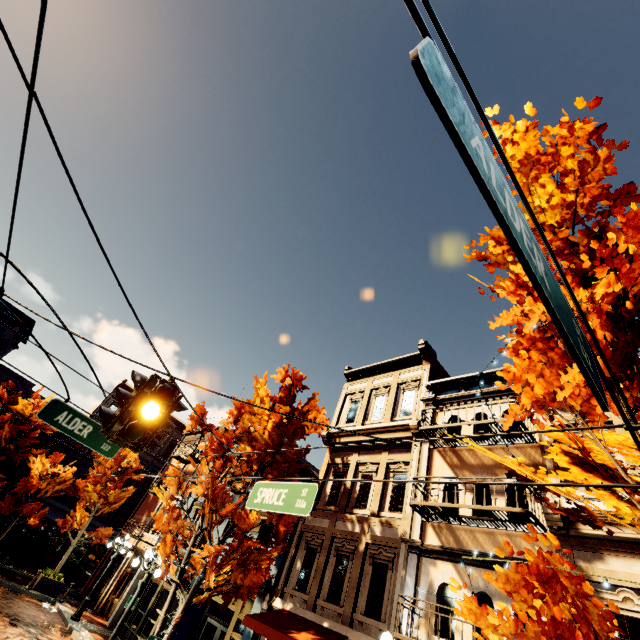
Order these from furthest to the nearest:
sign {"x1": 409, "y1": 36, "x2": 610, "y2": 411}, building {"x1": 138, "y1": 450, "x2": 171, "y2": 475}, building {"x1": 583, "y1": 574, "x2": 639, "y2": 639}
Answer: building {"x1": 138, "y1": 450, "x2": 171, "y2": 475}
building {"x1": 583, "y1": 574, "x2": 639, "y2": 639}
sign {"x1": 409, "y1": 36, "x2": 610, "y2": 411}

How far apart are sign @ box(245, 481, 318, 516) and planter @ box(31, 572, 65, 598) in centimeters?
2070cm

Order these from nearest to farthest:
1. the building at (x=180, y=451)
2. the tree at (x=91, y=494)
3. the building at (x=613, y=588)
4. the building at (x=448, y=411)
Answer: the building at (x=613, y=588)
the building at (x=448, y=411)
the tree at (x=91, y=494)
the building at (x=180, y=451)

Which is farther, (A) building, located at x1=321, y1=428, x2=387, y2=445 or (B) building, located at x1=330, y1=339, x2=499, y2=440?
(A) building, located at x1=321, y1=428, x2=387, y2=445

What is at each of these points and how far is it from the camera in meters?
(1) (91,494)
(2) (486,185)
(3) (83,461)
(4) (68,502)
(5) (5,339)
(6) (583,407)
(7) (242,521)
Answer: (1) tree, 19.5 m
(2) sign, 1.0 m
(3) building, 26.8 m
(4) building, 25.3 m
(5) building, 23.0 m
(6) tree, 4.9 m
(7) tree, 10.2 m

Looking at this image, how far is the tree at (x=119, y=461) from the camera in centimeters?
2003cm

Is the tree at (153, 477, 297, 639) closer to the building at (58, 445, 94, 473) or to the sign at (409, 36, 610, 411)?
the sign at (409, 36, 610, 411)

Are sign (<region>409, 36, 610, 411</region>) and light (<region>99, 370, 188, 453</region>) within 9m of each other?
yes
